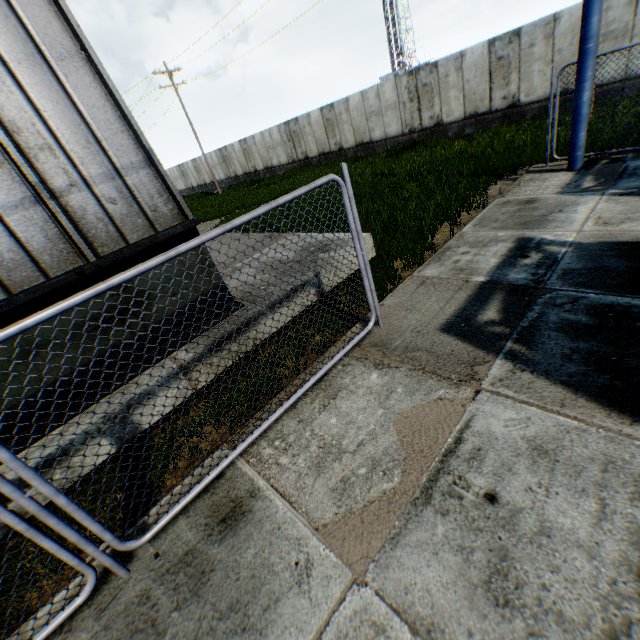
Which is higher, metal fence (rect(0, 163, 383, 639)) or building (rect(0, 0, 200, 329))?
building (rect(0, 0, 200, 329))

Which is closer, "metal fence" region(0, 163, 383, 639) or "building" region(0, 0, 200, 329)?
"metal fence" region(0, 163, 383, 639)

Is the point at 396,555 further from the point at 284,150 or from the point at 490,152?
the point at 284,150

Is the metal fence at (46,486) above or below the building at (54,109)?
below

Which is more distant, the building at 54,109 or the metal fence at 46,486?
the building at 54,109
